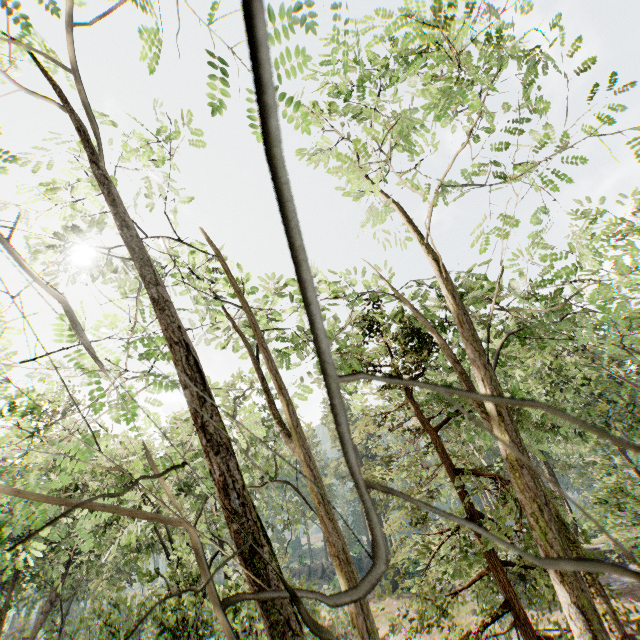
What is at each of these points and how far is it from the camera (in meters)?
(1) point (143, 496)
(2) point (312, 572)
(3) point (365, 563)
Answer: (1) foliage, 18.95
(2) rock, 48.03
(3) rock, 49.28

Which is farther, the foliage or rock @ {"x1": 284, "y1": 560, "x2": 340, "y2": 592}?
rock @ {"x1": 284, "y1": 560, "x2": 340, "y2": 592}

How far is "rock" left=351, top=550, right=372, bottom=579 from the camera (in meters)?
48.71

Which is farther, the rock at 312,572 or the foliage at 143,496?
the rock at 312,572

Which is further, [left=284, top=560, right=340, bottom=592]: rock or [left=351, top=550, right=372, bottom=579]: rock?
[left=351, top=550, right=372, bottom=579]: rock
